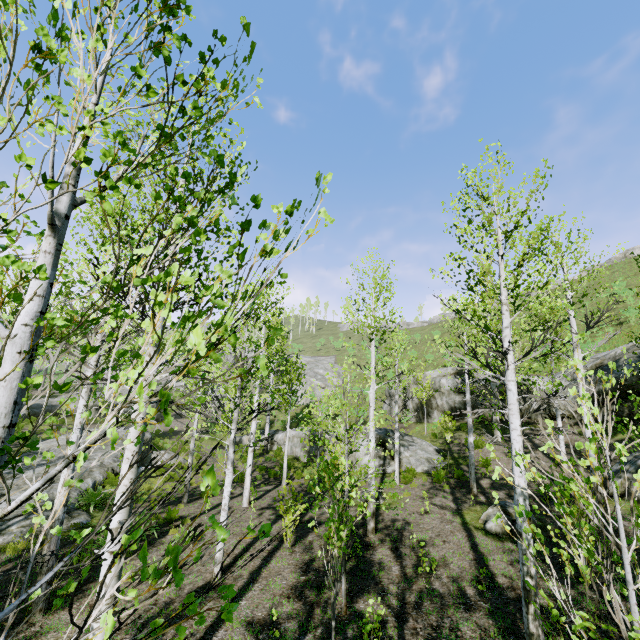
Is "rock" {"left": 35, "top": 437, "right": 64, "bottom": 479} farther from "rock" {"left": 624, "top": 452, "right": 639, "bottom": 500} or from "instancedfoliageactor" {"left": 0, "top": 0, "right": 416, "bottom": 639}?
"rock" {"left": 624, "top": 452, "right": 639, "bottom": 500}

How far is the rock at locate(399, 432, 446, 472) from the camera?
16.1 meters

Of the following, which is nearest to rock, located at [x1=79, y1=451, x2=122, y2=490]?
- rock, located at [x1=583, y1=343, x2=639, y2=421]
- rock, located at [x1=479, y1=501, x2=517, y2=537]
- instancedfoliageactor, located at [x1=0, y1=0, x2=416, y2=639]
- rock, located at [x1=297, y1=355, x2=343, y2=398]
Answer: instancedfoliageactor, located at [x1=0, y1=0, x2=416, y2=639]

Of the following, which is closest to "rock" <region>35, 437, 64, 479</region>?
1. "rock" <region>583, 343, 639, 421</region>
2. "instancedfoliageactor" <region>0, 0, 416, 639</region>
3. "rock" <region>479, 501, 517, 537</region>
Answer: "instancedfoliageactor" <region>0, 0, 416, 639</region>

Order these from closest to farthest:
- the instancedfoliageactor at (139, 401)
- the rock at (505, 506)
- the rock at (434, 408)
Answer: the instancedfoliageactor at (139, 401)
the rock at (505, 506)
the rock at (434, 408)

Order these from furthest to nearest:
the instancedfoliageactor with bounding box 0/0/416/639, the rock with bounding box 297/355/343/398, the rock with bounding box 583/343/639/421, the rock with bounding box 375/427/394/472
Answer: the rock with bounding box 297/355/343/398 → the rock with bounding box 375/427/394/472 → the rock with bounding box 583/343/639/421 → the instancedfoliageactor with bounding box 0/0/416/639

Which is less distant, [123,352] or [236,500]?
[123,352]

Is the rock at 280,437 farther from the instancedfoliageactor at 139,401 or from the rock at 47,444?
the rock at 47,444
